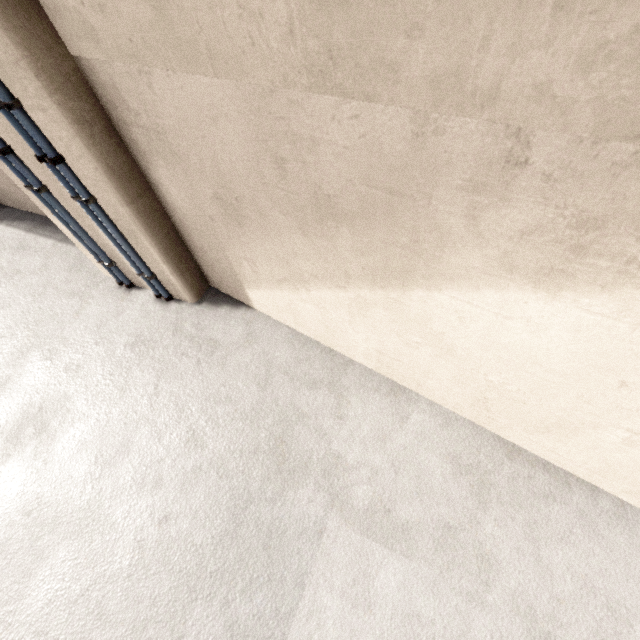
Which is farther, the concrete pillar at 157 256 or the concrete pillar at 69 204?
the concrete pillar at 69 204

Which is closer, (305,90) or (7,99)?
(305,90)

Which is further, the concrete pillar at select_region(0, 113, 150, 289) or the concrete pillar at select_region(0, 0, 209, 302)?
the concrete pillar at select_region(0, 113, 150, 289)
